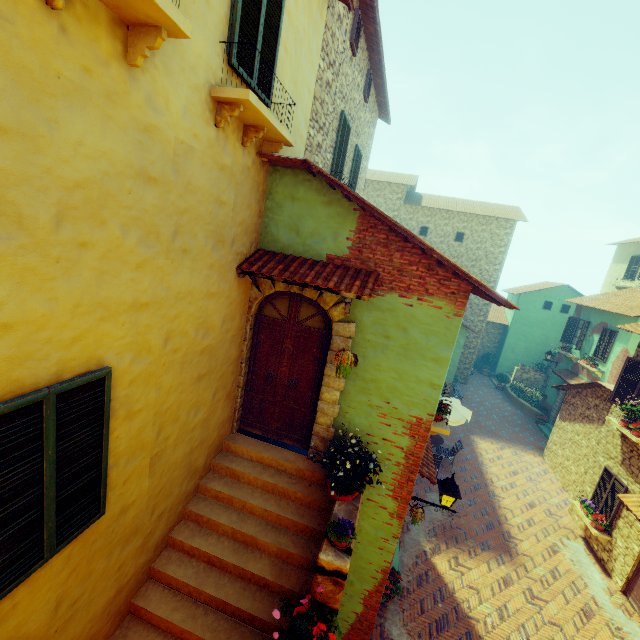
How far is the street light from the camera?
5.6 meters

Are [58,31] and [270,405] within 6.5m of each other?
yes

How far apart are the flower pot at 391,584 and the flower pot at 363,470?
4.21m

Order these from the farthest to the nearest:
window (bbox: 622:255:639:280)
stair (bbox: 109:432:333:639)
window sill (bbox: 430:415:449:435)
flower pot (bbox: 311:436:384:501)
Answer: window (bbox: 622:255:639:280)
window sill (bbox: 430:415:449:435)
flower pot (bbox: 311:436:384:501)
stair (bbox: 109:432:333:639)

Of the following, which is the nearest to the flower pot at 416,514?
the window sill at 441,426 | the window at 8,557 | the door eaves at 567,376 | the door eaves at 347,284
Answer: the window sill at 441,426

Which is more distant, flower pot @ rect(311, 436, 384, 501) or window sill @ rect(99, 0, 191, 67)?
flower pot @ rect(311, 436, 384, 501)

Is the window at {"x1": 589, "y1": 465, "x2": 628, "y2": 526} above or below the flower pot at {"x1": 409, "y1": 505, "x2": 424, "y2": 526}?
below

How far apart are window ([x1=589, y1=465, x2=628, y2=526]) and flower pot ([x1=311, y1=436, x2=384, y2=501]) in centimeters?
991cm
